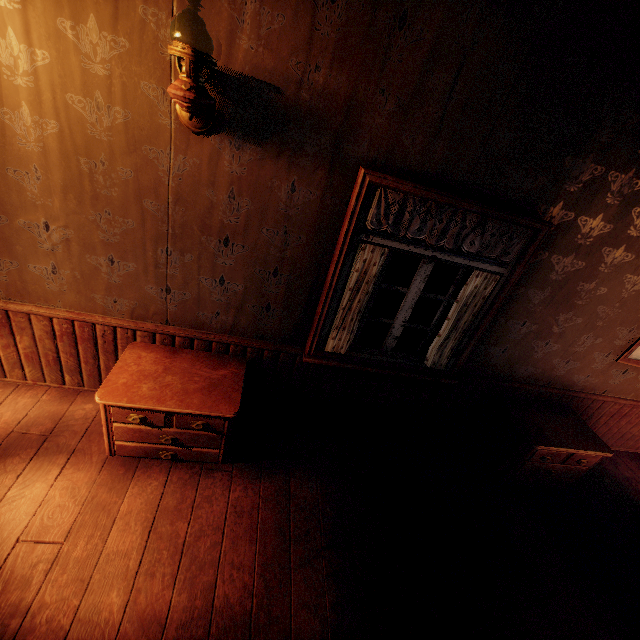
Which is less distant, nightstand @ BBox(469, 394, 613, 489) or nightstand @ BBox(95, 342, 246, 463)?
nightstand @ BBox(95, 342, 246, 463)

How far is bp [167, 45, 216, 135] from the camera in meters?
1.6

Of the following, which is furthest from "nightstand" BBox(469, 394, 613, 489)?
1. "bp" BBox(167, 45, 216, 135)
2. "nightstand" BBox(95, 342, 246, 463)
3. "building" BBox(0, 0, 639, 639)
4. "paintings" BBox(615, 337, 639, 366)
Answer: "bp" BBox(167, 45, 216, 135)

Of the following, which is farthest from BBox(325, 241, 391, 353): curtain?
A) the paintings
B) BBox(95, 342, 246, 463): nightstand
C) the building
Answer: the paintings

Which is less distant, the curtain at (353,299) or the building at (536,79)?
the building at (536,79)

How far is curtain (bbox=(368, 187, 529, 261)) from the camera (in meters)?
2.29

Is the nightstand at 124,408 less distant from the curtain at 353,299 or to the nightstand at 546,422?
the curtain at 353,299

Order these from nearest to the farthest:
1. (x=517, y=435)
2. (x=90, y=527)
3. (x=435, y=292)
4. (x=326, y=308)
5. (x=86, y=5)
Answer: (x=86, y=5), (x=90, y=527), (x=326, y=308), (x=517, y=435), (x=435, y=292)
